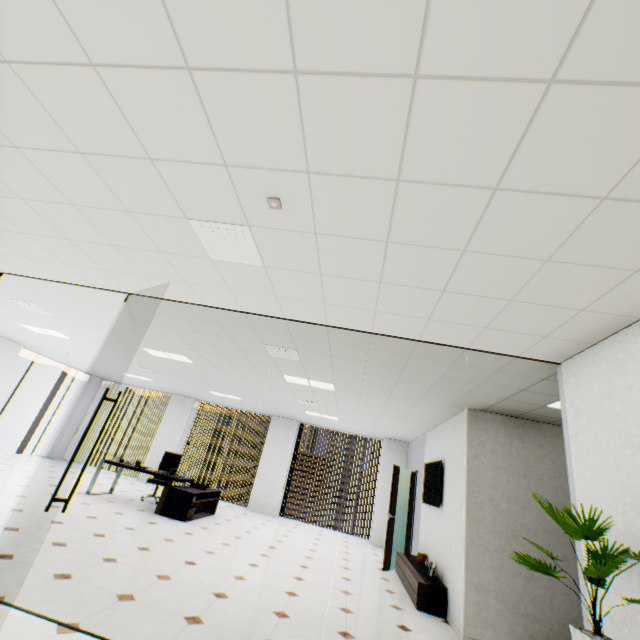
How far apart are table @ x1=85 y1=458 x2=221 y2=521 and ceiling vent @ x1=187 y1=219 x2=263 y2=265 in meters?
6.3 m

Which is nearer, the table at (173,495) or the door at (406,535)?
the table at (173,495)

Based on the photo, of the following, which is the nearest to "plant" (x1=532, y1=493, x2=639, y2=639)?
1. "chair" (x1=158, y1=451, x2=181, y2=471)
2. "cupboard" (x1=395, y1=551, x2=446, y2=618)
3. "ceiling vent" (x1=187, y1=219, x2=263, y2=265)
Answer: "ceiling vent" (x1=187, y1=219, x2=263, y2=265)

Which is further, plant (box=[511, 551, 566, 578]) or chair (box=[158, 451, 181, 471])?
chair (box=[158, 451, 181, 471])

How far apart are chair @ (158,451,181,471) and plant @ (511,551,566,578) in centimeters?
831cm

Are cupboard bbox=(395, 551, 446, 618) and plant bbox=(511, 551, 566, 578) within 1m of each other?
no

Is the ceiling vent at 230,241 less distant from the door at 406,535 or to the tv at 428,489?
the tv at 428,489

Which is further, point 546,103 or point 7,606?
point 7,606
